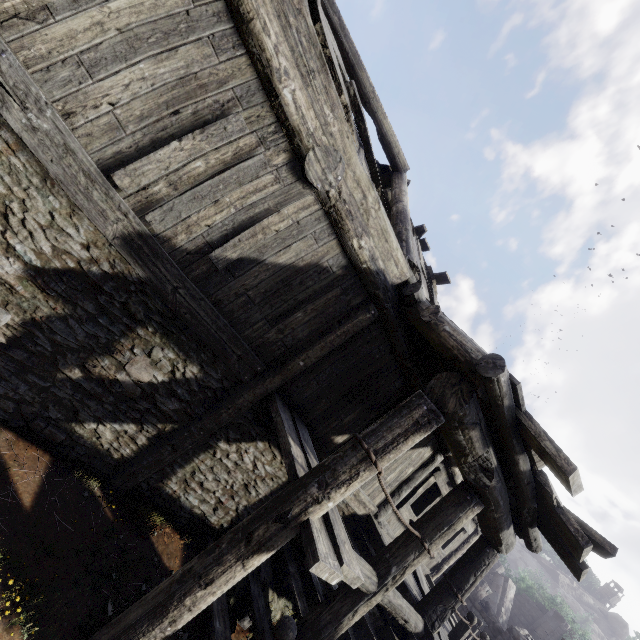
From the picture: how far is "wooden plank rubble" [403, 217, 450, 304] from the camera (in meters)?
6.05

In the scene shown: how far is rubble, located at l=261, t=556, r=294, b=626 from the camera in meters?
6.1 m

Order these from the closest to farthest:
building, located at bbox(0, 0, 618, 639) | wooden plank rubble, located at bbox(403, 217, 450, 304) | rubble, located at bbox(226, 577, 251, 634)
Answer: building, located at bbox(0, 0, 618, 639) < rubble, located at bbox(226, 577, 251, 634) < wooden plank rubble, located at bbox(403, 217, 450, 304)

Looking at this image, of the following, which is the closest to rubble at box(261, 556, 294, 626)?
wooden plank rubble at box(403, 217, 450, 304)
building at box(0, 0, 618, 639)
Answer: building at box(0, 0, 618, 639)

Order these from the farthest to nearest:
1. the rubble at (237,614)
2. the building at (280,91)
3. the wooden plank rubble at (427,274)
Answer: the wooden plank rubble at (427,274)
the rubble at (237,614)
the building at (280,91)

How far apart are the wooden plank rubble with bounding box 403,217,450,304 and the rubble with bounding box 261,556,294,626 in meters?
5.0 m

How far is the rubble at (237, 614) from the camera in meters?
5.0

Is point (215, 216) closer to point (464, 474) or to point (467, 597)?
point (464, 474)
